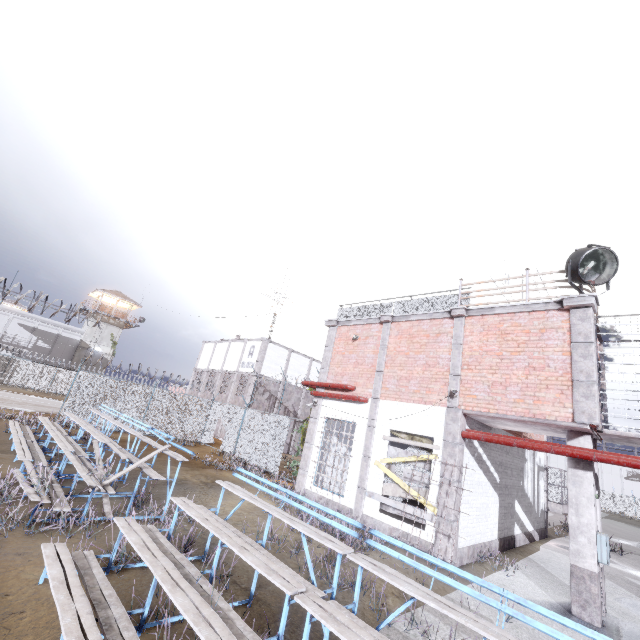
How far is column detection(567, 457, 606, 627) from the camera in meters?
7.0

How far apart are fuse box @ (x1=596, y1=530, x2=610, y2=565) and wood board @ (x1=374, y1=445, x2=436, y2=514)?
3.49m

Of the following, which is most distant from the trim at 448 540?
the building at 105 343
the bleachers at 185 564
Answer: the building at 105 343

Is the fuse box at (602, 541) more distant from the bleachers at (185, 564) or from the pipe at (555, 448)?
the bleachers at (185, 564)

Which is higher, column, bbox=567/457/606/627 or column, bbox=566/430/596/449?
column, bbox=566/430/596/449

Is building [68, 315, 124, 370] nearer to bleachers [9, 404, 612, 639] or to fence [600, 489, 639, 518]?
fence [600, 489, 639, 518]

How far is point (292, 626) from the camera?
4.6m

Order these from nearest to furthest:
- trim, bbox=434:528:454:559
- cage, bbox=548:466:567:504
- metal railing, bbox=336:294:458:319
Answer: trim, bbox=434:528:454:559, metal railing, bbox=336:294:458:319, cage, bbox=548:466:567:504
